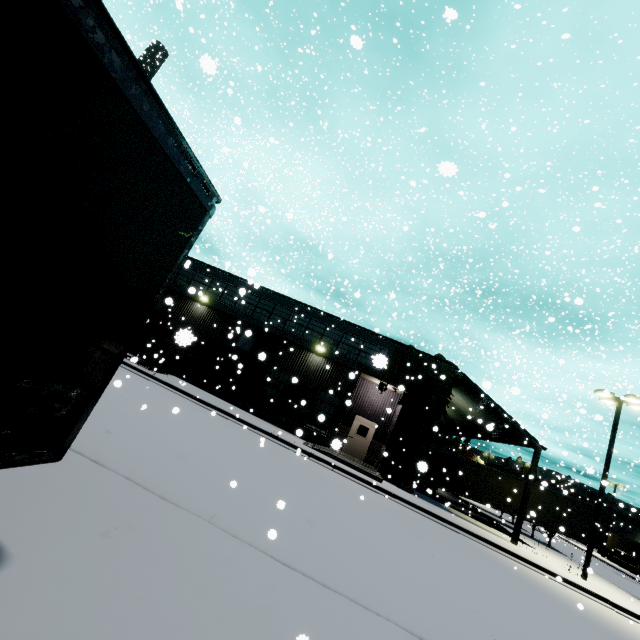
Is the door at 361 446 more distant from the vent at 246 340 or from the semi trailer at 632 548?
the vent at 246 340

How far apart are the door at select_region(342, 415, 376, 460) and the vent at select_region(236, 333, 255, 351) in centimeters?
795cm

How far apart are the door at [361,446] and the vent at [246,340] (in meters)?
7.95

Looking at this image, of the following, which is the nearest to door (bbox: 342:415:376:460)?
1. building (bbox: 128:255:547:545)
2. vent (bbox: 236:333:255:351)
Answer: building (bbox: 128:255:547:545)

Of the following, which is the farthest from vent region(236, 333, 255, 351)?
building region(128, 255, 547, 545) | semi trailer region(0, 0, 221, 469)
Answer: semi trailer region(0, 0, 221, 469)

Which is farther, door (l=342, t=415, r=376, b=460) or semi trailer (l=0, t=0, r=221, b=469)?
door (l=342, t=415, r=376, b=460)

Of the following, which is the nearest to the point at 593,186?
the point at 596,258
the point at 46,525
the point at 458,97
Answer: the point at 596,258

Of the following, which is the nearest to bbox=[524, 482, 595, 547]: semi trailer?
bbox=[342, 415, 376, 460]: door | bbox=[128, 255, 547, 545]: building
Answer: bbox=[128, 255, 547, 545]: building
